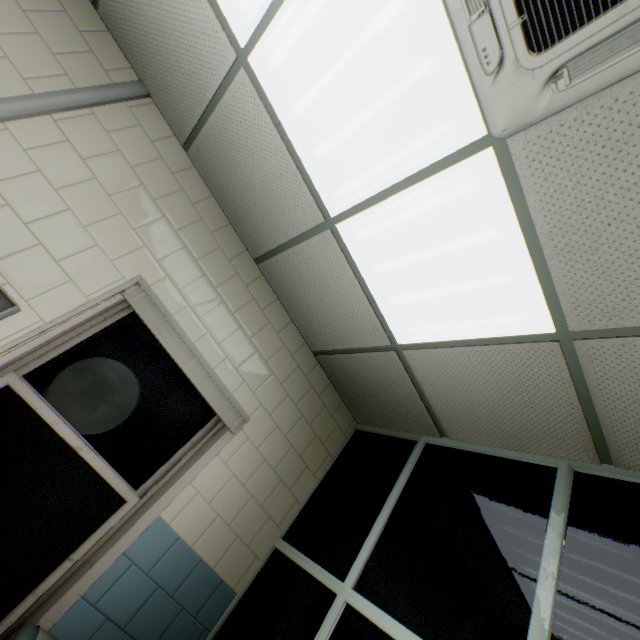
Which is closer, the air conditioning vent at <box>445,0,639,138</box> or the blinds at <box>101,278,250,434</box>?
the air conditioning vent at <box>445,0,639,138</box>

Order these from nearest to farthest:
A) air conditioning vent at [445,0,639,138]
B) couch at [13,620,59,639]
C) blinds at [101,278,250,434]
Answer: air conditioning vent at [445,0,639,138]
couch at [13,620,59,639]
blinds at [101,278,250,434]

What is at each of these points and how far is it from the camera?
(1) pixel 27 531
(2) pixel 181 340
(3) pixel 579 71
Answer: (1) window, 1.8 meters
(2) blinds, 2.3 meters
(3) air conditioning vent, 1.0 meters

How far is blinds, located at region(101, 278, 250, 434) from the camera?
2.1 meters

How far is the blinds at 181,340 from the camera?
2.1 meters

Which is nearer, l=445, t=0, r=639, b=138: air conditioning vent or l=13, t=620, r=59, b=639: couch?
l=445, t=0, r=639, b=138: air conditioning vent

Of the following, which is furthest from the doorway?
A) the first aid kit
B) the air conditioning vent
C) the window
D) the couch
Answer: the first aid kit

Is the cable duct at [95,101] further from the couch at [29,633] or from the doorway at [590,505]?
the doorway at [590,505]
